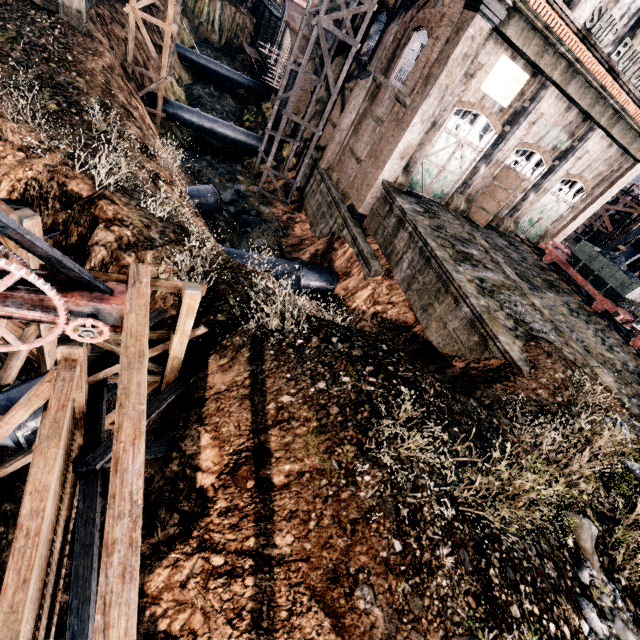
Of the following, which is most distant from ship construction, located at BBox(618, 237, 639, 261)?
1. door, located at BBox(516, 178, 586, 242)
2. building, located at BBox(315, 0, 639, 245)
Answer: door, located at BBox(516, 178, 586, 242)

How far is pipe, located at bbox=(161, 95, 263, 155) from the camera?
26.7 meters

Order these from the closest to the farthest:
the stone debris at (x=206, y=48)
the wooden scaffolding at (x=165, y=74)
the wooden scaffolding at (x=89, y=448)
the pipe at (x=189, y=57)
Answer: the wooden scaffolding at (x=89, y=448), the wooden scaffolding at (x=165, y=74), the pipe at (x=189, y=57), the stone debris at (x=206, y=48)

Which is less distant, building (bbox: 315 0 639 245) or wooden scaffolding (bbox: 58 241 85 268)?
wooden scaffolding (bbox: 58 241 85 268)

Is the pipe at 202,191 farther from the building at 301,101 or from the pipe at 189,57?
the pipe at 189,57

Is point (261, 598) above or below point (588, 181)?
below

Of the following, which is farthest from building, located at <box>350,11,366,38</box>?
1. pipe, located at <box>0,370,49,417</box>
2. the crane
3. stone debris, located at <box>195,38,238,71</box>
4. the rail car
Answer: the crane

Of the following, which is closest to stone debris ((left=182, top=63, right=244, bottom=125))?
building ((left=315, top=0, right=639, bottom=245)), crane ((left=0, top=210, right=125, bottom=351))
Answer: building ((left=315, top=0, right=639, bottom=245))
